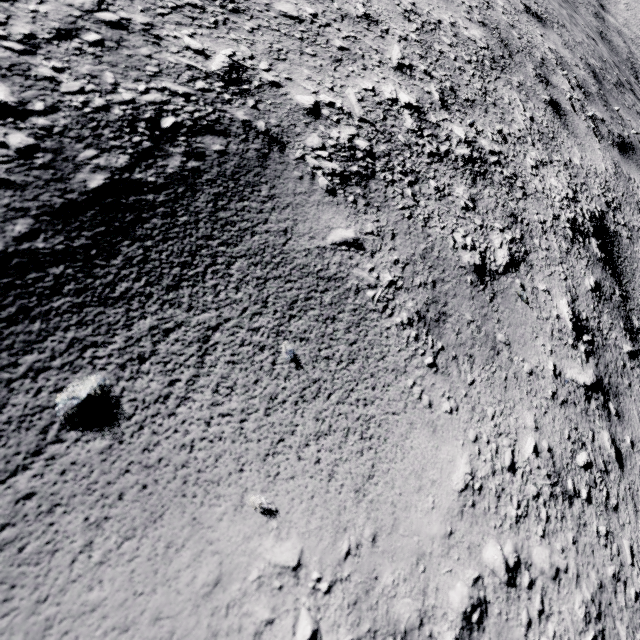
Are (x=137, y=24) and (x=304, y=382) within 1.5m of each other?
yes
